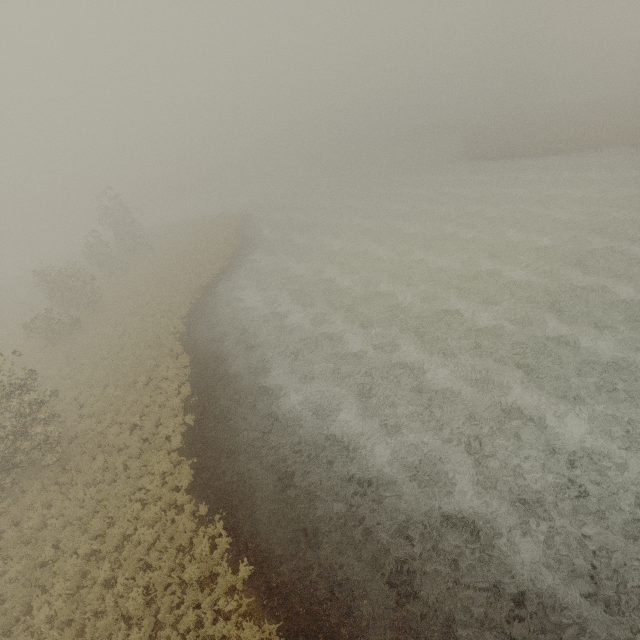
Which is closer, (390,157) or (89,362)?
(89,362)
